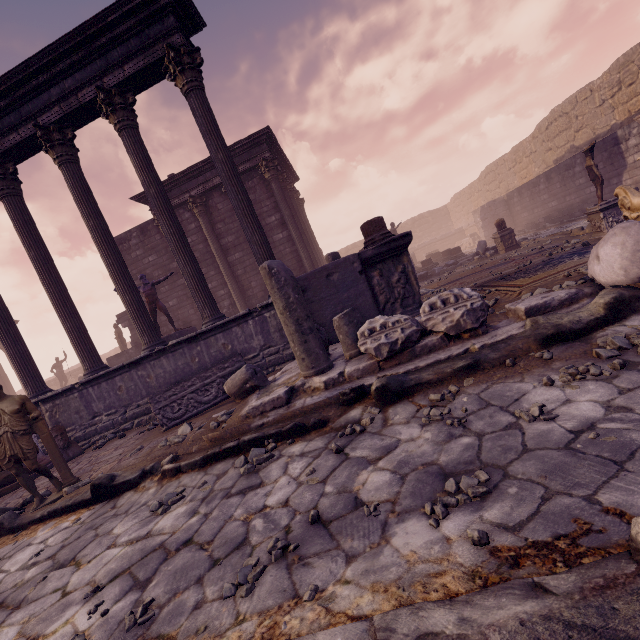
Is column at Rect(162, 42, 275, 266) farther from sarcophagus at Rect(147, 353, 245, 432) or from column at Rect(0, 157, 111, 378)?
column at Rect(0, 157, 111, 378)

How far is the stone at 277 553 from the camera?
1.83m

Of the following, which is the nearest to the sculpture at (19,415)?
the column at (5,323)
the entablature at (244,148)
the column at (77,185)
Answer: the column at (77,185)

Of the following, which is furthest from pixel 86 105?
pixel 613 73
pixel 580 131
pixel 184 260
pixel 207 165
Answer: pixel 580 131

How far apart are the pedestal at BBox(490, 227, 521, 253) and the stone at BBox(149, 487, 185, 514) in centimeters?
1254cm

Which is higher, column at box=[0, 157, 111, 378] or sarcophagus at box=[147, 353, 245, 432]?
column at box=[0, 157, 111, 378]

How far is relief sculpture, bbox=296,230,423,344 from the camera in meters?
6.3

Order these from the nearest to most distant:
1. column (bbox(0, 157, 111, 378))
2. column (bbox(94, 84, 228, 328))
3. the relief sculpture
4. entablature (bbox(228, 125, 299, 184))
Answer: the relief sculpture → column (bbox(94, 84, 228, 328)) → column (bbox(0, 157, 111, 378)) → entablature (bbox(228, 125, 299, 184))
